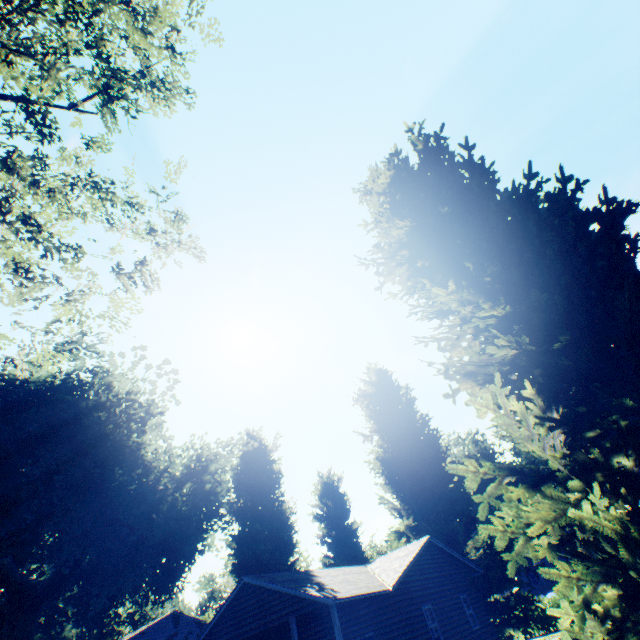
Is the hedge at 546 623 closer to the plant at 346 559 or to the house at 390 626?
the plant at 346 559

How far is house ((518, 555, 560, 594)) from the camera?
50.3 meters

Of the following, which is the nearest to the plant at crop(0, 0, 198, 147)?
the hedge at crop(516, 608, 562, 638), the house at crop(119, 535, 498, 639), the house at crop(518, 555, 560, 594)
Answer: the house at crop(119, 535, 498, 639)

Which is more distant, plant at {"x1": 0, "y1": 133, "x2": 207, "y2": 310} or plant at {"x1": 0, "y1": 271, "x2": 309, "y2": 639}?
plant at {"x1": 0, "y1": 271, "x2": 309, "y2": 639}

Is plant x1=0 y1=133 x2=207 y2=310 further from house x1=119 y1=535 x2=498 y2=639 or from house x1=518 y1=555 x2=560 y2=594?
house x1=518 y1=555 x2=560 y2=594

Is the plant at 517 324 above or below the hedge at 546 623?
above

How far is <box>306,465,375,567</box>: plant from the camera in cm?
3103

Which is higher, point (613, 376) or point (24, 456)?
point (24, 456)
